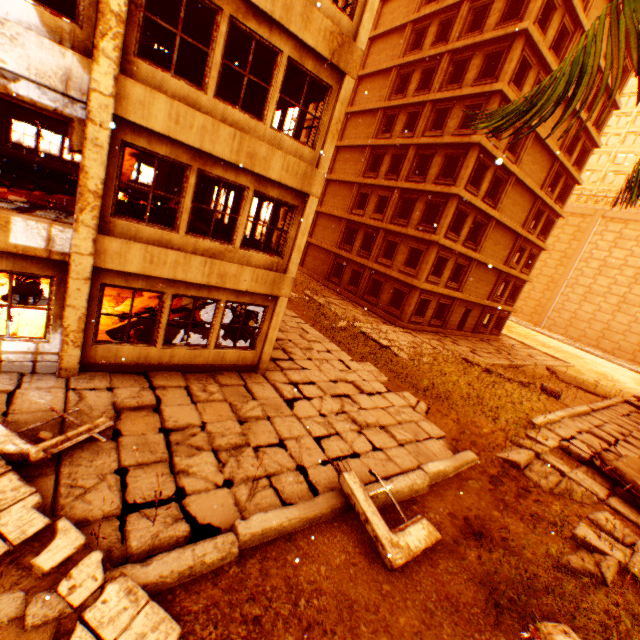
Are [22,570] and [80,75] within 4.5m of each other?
no

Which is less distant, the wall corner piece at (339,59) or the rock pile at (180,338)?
the wall corner piece at (339,59)

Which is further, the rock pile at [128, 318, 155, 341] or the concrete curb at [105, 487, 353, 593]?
the rock pile at [128, 318, 155, 341]

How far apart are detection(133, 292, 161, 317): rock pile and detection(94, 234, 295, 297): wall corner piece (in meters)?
1.99

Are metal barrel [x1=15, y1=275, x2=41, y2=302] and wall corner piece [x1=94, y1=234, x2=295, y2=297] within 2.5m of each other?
no

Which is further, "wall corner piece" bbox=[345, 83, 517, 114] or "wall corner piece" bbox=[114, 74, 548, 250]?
"wall corner piece" bbox=[345, 83, 517, 114]

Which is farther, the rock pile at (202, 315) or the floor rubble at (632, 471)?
the rock pile at (202, 315)

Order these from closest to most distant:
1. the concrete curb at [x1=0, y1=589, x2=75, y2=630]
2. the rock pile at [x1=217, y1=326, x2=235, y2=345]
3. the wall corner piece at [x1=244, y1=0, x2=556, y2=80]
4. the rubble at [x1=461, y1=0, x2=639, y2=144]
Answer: the rubble at [x1=461, y1=0, x2=639, y2=144] → the concrete curb at [x1=0, y1=589, x2=75, y2=630] → the wall corner piece at [x1=244, y1=0, x2=556, y2=80] → the rock pile at [x1=217, y1=326, x2=235, y2=345]
